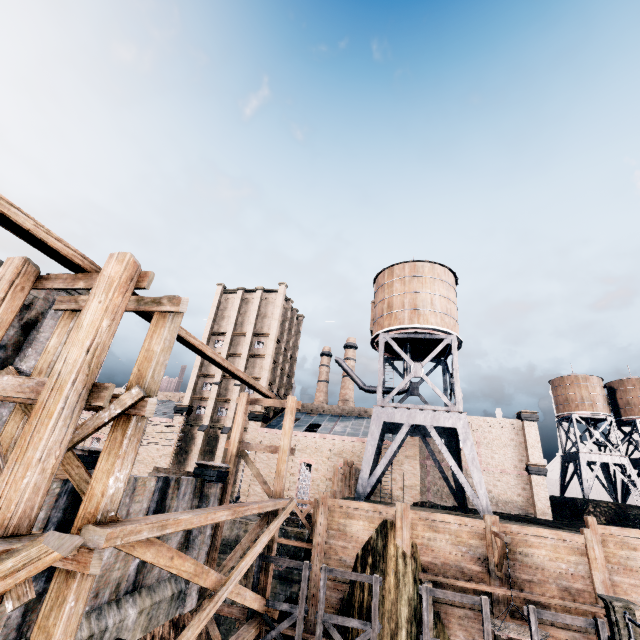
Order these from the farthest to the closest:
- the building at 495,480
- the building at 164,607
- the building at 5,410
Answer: the building at 495,480 → the building at 5,410 → the building at 164,607

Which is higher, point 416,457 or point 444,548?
point 416,457

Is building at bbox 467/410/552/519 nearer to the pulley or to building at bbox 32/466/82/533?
the pulley

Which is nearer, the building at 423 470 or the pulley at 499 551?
the pulley at 499 551

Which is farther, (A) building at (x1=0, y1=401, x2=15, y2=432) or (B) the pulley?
(B) the pulley

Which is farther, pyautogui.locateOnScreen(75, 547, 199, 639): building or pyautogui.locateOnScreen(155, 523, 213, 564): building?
pyautogui.locateOnScreen(155, 523, 213, 564): building

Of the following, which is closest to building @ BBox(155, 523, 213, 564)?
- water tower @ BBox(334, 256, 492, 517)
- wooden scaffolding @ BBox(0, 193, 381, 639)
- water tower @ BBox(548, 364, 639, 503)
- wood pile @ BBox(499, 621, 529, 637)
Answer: wooden scaffolding @ BBox(0, 193, 381, 639)
